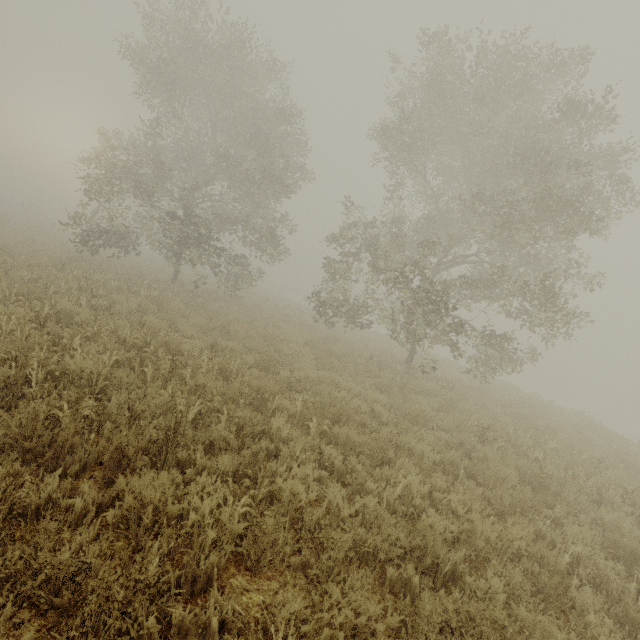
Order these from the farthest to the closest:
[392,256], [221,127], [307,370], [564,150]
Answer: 1. [221,127]
2. [392,256]
3. [564,150]
4. [307,370]
